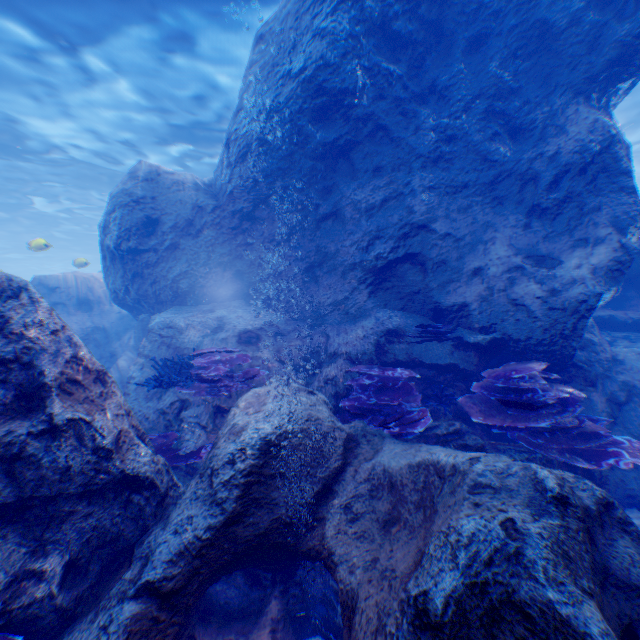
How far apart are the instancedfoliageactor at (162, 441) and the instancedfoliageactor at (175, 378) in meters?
0.6

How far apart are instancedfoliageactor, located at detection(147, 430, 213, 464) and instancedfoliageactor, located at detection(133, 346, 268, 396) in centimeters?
60cm

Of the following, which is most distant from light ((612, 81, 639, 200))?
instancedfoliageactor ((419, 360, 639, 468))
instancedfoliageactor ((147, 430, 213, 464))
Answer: instancedfoliageactor ((419, 360, 639, 468))

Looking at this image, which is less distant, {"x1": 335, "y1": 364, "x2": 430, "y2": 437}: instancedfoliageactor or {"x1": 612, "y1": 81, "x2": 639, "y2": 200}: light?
{"x1": 335, "y1": 364, "x2": 430, "y2": 437}: instancedfoliageactor

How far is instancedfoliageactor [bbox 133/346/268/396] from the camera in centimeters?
537cm

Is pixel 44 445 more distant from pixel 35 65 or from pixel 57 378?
pixel 35 65

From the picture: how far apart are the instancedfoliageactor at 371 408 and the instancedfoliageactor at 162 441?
1.7 meters

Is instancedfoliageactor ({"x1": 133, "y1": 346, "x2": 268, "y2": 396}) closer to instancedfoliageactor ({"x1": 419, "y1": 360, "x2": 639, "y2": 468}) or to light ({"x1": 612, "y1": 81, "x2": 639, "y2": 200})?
instancedfoliageactor ({"x1": 419, "y1": 360, "x2": 639, "y2": 468})
